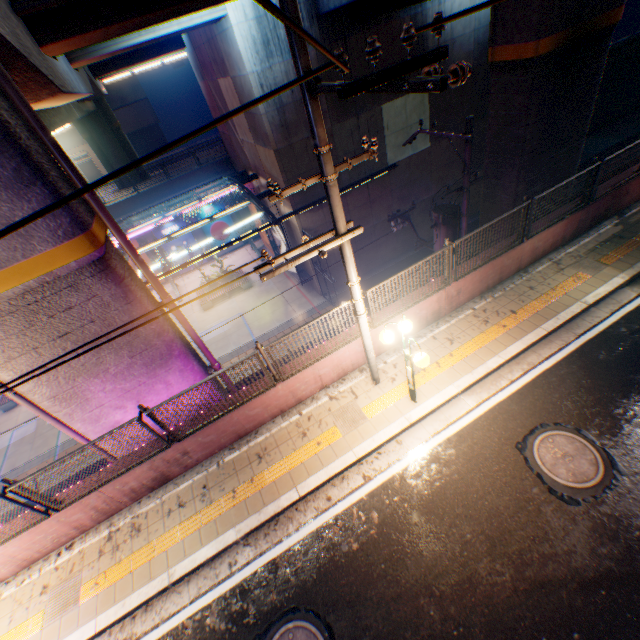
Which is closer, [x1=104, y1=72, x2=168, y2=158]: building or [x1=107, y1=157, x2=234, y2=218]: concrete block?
[x1=107, y1=157, x2=234, y2=218]: concrete block

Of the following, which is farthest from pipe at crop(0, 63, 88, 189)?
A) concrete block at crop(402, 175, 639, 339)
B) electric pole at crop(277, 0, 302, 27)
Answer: electric pole at crop(277, 0, 302, 27)

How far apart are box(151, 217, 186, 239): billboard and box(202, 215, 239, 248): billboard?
0.9m

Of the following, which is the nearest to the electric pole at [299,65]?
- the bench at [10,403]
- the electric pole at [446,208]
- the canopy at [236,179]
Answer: the electric pole at [446,208]

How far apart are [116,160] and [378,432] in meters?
34.4

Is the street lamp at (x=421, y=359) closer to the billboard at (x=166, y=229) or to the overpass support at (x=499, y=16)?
the overpass support at (x=499, y=16)

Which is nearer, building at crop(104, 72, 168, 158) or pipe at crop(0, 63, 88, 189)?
pipe at crop(0, 63, 88, 189)

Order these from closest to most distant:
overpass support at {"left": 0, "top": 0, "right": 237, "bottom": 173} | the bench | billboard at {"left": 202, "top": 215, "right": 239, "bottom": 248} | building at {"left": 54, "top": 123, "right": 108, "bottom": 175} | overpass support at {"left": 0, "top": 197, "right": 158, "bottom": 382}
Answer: overpass support at {"left": 0, "top": 197, "right": 158, "bottom": 382}
overpass support at {"left": 0, "top": 0, "right": 237, "bottom": 173}
the bench
billboard at {"left": 202, "top": 215, "right": 239, "bottom": 248}
building at {"left": 54, "top": 123, "right": 108, "bottom": 175}
